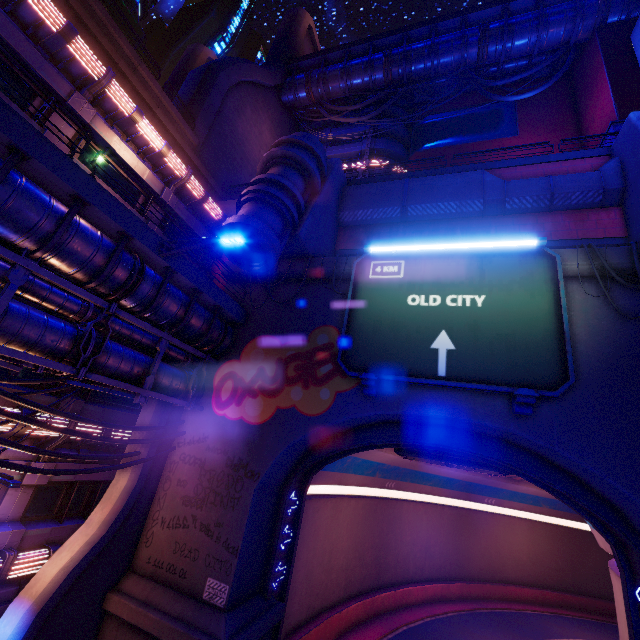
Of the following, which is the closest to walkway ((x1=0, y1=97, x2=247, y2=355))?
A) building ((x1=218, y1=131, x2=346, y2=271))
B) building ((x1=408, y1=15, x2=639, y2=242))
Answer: building ((x1=218, y1=131, x2=346, y2=271))

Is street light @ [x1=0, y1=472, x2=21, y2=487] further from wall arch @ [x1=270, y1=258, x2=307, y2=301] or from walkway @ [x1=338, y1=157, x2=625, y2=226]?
walkway @ [x1=338, y1=157, x2=625, y2=226]

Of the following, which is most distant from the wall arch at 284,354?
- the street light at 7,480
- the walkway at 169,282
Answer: the street light at 7,480

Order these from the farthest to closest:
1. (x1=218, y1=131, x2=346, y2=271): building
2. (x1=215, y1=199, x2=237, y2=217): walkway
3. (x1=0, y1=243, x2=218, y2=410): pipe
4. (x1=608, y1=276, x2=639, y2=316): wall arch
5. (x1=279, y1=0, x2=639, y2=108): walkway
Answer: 1. (x1=279, y1=0, x2=639, y2=108): walkway
2. (x1=215, y1=199, x2=237, y2=217): walkway
3. (x1=218, y1=131, x2=346, y2=271): building
4. (x1=608, y1=276, x2=639, y2=316): wall arch
5. (x1=0, y1=243, x2=218, y2=410): pipe

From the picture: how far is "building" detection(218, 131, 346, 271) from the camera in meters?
13.0

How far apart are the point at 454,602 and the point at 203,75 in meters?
48.8 m

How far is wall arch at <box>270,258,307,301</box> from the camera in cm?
1571

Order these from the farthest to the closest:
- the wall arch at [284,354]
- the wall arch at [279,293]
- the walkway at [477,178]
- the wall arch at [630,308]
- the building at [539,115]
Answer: the wall arch at [279,293]
the walkway at [477,178]
the building at [539,115]
the wall arch at [630,308]
the wall arch at [284,354]
